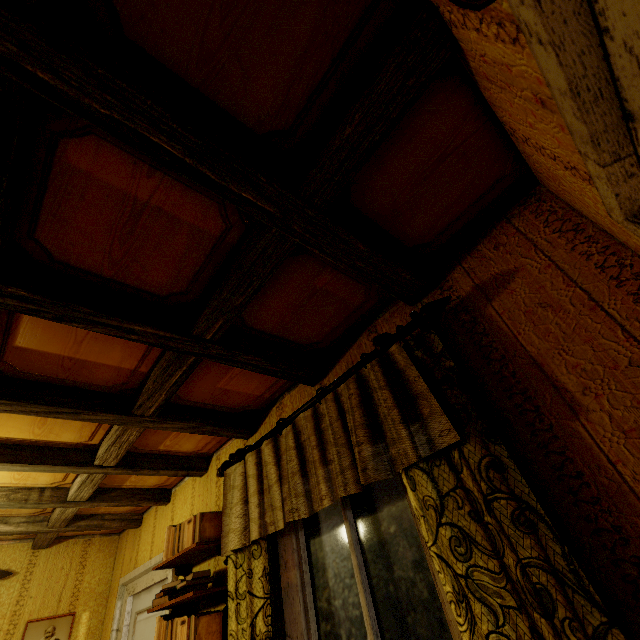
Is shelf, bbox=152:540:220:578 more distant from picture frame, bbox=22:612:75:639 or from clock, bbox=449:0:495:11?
clock, bbox=449:0:495:11

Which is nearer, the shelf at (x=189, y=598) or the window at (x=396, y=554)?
the window at (x=396, y=554)

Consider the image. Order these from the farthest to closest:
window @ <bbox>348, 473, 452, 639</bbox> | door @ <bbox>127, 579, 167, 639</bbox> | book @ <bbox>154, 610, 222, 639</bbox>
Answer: door @ <bbox>127, 579, 167, 639</bbox> < book @ <bbox>154, 610, 222, 639</bbox> < window @ <bbox>348, 473, 452, 639</bbox>

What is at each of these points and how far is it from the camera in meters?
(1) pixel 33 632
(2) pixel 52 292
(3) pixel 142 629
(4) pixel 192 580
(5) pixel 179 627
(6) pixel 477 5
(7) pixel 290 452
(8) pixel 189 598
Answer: (1) picture frame, 3.3
(2) rafters, 1.2
(3) door, 3.0
(4) book, 2.1
(5) book, 2.0
(6) clock, 0.6
(7) curtain, 1.7
(8) shelf, 2.0

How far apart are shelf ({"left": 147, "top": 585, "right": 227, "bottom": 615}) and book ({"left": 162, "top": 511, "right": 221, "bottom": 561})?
0.30m

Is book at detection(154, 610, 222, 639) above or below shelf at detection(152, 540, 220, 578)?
below

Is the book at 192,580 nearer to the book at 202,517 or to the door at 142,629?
the book at 202,517

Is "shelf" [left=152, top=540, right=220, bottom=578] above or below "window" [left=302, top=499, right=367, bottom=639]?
above
